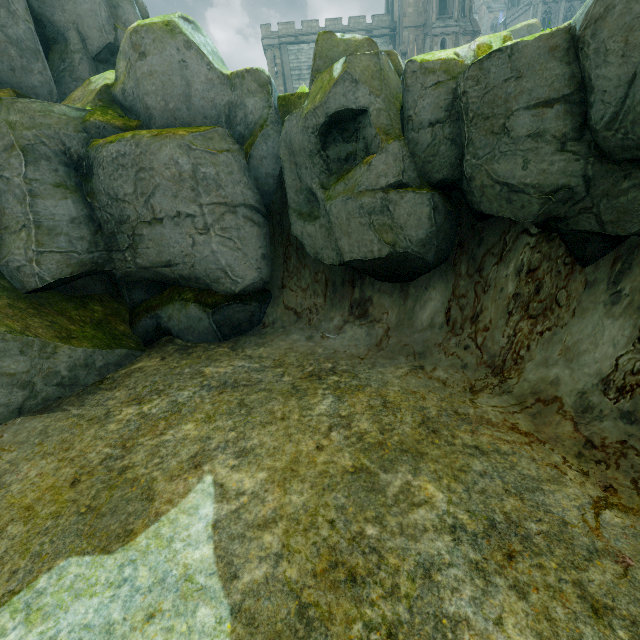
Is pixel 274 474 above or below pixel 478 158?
below

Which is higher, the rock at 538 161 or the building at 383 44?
the building at 383 44

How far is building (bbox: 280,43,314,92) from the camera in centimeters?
3884cm

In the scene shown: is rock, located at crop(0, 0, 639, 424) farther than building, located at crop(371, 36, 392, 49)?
No

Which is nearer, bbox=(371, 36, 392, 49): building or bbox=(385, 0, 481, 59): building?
bbox=(371, 36, 392, 49): building

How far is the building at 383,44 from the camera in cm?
3538
